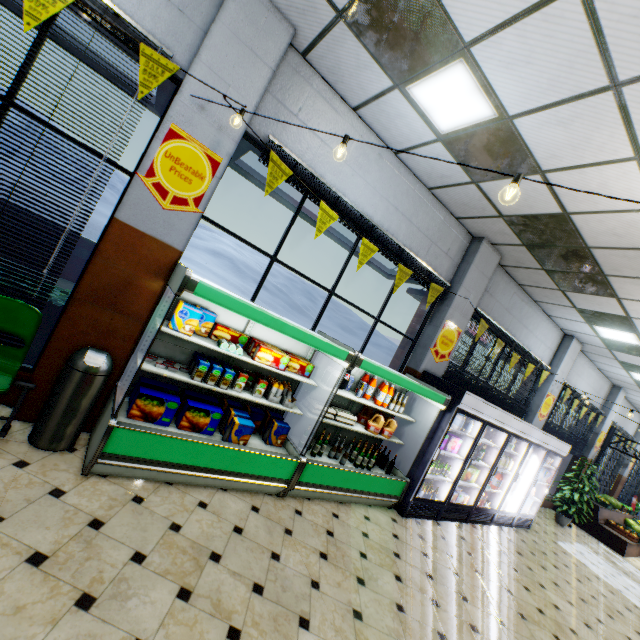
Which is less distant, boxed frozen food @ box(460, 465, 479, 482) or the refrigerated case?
the refrigerated case

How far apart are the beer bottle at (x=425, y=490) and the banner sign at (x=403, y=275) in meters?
3.4 m

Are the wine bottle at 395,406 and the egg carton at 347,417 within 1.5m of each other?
yes

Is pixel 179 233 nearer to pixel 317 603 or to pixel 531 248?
pixel 317 603

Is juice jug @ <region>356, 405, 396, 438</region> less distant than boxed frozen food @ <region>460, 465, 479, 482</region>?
Yes

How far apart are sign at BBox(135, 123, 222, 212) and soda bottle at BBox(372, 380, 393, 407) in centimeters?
353cm

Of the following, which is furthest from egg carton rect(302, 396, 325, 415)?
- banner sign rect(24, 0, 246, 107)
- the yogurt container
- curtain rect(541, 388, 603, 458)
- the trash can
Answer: curtain rect(541, 388, 603, 458)

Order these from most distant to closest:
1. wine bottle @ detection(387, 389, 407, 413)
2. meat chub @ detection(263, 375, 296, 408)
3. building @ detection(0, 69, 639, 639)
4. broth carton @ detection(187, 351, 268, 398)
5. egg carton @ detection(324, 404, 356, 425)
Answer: wine bottle @ detection(387, 389, 407, 413) → egg carton @ detection(324, 404, 356, 425) → meat chub @ detection(263, 375, 296, 408) → broth carton @ detection(187, 351, 268, 398) → building @ detection(0, 69, 639, 639)
